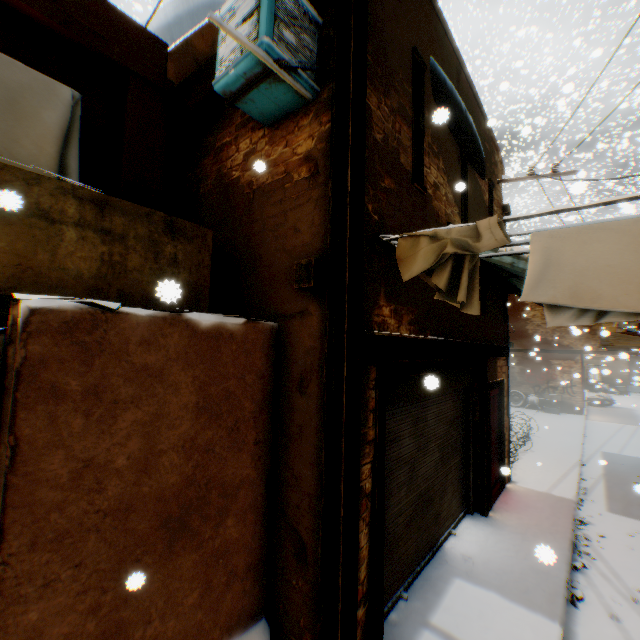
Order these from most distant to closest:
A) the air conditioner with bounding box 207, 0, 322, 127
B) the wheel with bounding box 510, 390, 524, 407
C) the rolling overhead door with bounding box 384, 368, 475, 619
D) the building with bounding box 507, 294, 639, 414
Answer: the wheel with bounding box 510, 390, 524, 407, the building with bounding box 507, 294, 639, 414, the rolling overhead door with bounding box 384, 368, 475, 619, the air conditioner with bounding box 207, 0, 322, 127

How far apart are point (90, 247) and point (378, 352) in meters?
2.6 m

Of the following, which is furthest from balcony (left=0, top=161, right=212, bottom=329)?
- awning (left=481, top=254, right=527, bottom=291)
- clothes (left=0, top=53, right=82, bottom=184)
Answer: awning (left=481, top=254, right=527, bottom=291)

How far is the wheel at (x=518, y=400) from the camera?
18.0m

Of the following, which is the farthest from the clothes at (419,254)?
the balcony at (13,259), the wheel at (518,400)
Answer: the wheel at (518,400)

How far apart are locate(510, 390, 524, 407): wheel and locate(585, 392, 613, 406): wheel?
3.9m

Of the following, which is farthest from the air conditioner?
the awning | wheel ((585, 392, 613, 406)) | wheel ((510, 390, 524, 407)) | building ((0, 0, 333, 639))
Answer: wheel ((585, 392, 613, 406))

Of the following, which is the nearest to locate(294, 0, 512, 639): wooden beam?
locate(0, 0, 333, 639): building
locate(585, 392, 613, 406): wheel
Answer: locate(0, 0, 333, 639): building
